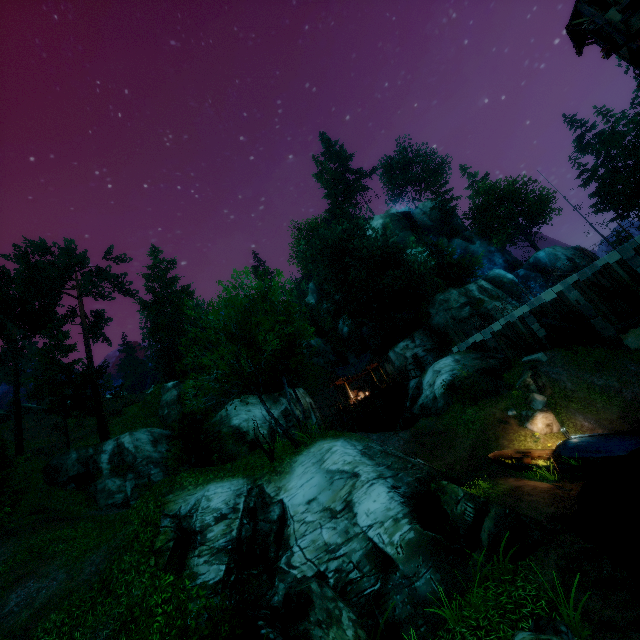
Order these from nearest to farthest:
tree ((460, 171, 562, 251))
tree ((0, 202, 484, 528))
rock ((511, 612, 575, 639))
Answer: rock ((511, 612, 575, 639)) → tree ((0, 202, 484, 528)) → tree ((460, 171, 562, 251))

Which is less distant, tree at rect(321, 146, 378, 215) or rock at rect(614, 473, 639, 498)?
rock at rect(614, 473, 639, 498)

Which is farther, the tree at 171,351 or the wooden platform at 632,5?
the tree at 171,351

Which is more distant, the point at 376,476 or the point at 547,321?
the point at 547,321

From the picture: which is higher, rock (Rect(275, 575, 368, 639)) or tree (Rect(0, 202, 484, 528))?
tree (Rect(0, 202, 484, 528))

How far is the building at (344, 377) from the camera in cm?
3531

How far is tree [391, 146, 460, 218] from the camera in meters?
53.0 m
